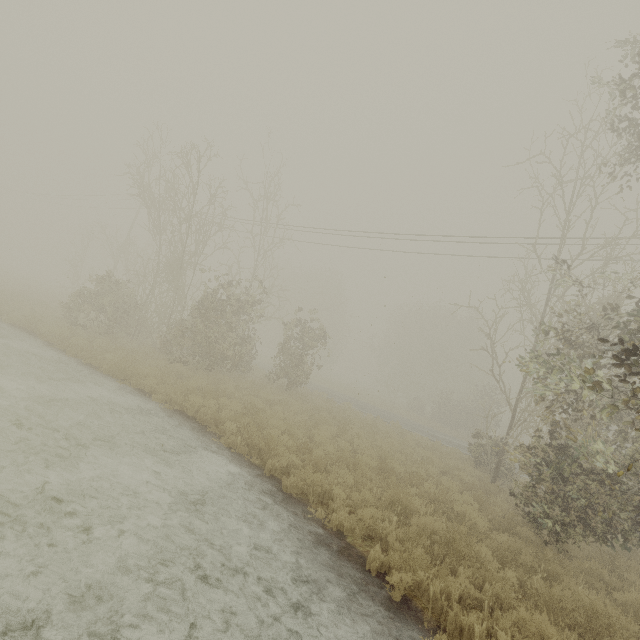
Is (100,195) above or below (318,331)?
above

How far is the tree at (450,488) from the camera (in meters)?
7.52

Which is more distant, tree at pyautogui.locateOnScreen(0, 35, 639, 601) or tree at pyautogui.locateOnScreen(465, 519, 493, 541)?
tree at pyautogui.locateOnScreen(0, 35, 639, 601)

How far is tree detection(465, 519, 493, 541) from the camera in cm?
657

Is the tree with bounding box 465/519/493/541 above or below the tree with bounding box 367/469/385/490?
above
